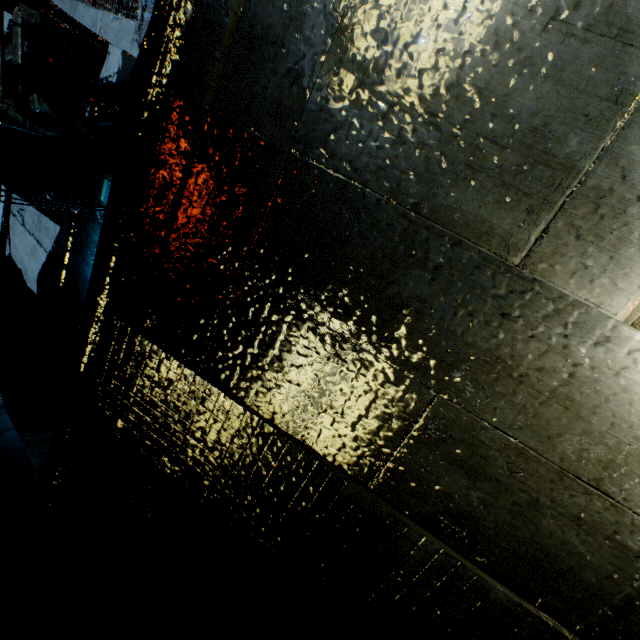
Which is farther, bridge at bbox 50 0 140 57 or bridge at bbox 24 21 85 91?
bridge at bbox 24 21 85 91

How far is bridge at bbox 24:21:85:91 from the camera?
11.5m

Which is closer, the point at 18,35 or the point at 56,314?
the point at 18,35

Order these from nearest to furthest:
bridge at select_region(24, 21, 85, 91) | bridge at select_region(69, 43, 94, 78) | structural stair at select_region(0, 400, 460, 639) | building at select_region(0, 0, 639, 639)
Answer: building at select_region(0, 0, 639, 639), structural stair at select_region(0, 400, 460, 639), bridge at select_region(69, 43, 94, 78), bridge at select_region(24, 21, 85, 91)

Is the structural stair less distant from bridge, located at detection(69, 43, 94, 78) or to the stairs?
the stairs

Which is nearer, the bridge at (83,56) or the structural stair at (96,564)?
the structural stair at (96,564)

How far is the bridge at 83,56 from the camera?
10.8 meters
